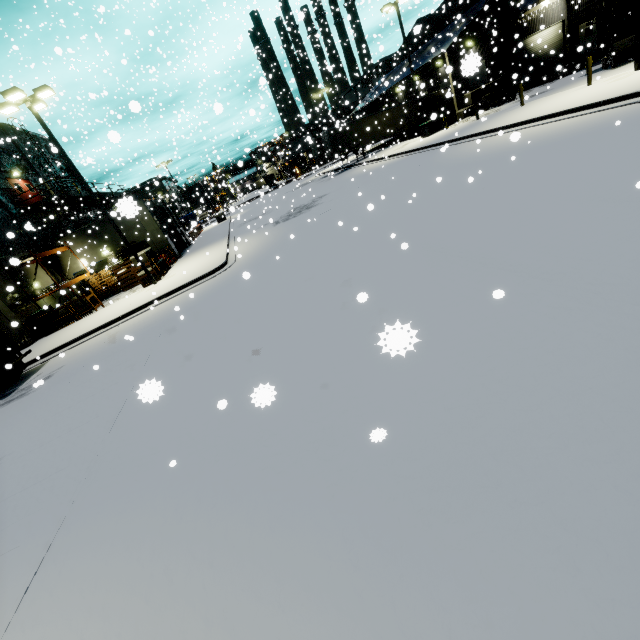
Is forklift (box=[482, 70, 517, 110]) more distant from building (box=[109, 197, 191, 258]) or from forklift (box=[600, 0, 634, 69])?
forklift (box=[600, 0, 634, 69])

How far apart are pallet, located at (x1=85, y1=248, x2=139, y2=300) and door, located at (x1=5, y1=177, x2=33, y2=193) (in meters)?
8.46

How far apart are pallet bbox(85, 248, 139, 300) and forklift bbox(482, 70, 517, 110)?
32.8 meters

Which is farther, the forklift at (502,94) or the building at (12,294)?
the forklift at (502,94)

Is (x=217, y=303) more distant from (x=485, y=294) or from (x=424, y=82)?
(x=424, y=82)

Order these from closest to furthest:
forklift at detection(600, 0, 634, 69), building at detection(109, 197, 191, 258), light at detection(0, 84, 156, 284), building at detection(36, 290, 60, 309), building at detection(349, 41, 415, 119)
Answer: building at detection(109, 197, 191, 258), light at detection(0, 84, 156, 284), forklift at detection(600, 0, 634, 69), building at detection(36, 290, 60, 309), building at detection(349, 41, 415, 119)

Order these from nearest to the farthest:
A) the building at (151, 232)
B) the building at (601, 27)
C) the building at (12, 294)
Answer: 1. the building at (151, 232)
2. the building at (12, 294)
3. the building at (601, 27)

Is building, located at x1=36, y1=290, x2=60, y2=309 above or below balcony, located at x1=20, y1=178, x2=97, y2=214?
below
